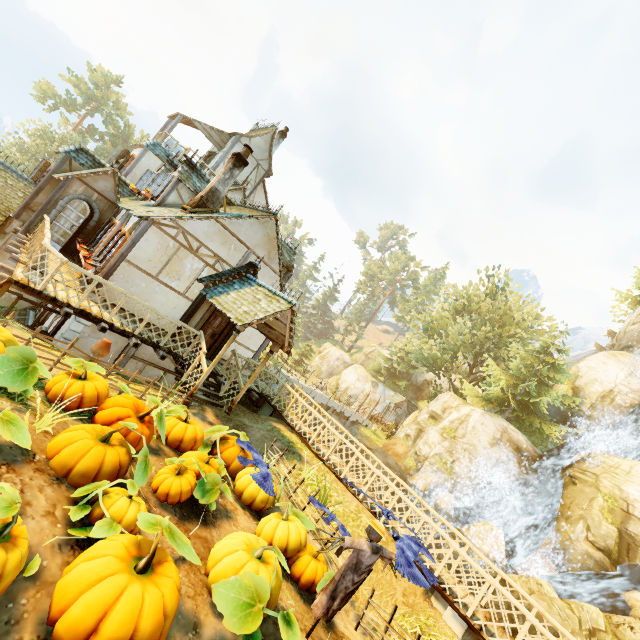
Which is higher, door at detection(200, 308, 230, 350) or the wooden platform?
door at detection(200, 308, 230, 350)

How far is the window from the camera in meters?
10.7 m

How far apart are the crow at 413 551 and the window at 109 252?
Result: 10.1m

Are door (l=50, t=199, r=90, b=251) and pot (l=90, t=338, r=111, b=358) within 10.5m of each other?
yes

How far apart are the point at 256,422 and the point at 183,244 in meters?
6.8 m

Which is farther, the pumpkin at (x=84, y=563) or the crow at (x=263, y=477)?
the crow at (x=263, y=477)

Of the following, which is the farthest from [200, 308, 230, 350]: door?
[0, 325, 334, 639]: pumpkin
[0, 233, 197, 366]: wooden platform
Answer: [0, 325, 334, 639]: pumpkin

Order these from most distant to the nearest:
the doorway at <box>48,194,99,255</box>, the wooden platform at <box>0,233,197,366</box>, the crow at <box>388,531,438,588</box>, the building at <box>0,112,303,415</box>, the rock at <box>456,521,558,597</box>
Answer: the rock at <box>456,521,558,597</box>
the doorway at <box>48,194,99,255</box>
the building at <box>0,112,303,415</box>
the wooden platform at <box>0,233,197,366</box>
the crow at <box>388,531,438,588</box>
